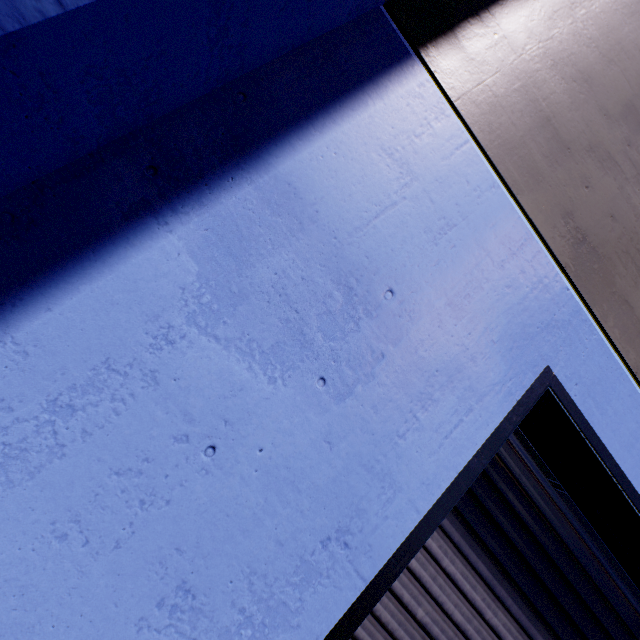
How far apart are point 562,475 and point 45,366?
2.8 meters

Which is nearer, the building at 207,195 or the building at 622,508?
the building at 207,195

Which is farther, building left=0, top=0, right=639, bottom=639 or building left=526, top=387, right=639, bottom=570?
building left=526, top=387, right=639, bottom=570

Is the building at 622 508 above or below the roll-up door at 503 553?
above

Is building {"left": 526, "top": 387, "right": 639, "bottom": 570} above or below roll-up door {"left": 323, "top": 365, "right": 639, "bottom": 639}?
above
